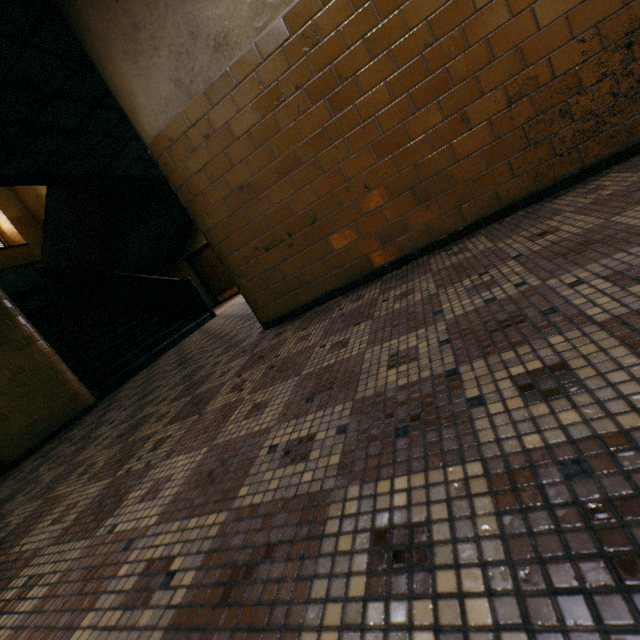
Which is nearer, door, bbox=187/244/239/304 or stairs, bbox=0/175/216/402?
stairs, bbox=0/175/216/402

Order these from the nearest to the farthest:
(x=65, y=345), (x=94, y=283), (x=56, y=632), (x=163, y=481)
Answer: (x=56, y=632) → (x=163, y=481) → (x=65, y=345) → (x=94, y=283)

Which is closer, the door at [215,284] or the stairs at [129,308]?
the stairs at [129,308]

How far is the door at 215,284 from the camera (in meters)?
12.38

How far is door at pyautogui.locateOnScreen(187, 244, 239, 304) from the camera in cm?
1238
